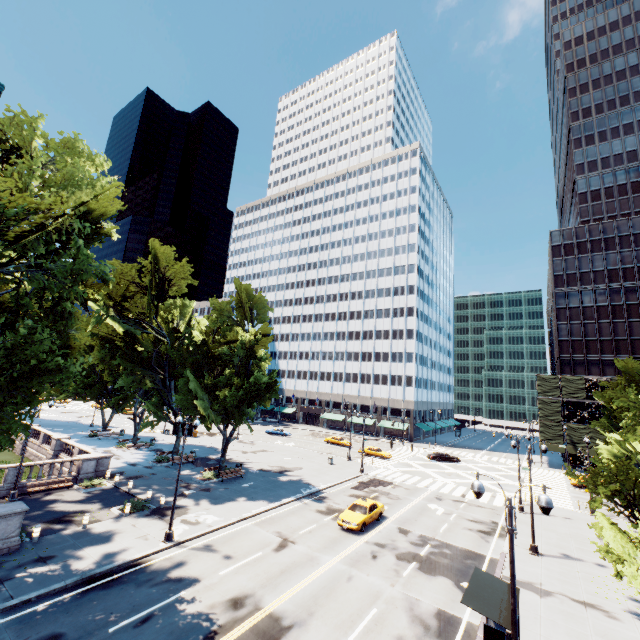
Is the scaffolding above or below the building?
below

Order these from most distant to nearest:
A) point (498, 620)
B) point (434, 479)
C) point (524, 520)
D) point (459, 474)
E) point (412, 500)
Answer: point (459, 474), point (434, 479), point (412, 500), point (524, 520), point (498, 620)

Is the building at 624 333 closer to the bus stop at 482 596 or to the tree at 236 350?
the tree at 236 350

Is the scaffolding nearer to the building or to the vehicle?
the building

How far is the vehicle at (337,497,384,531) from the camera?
23.2 meters

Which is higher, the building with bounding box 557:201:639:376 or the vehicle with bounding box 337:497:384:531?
the building with bounding box 557:201:639:376

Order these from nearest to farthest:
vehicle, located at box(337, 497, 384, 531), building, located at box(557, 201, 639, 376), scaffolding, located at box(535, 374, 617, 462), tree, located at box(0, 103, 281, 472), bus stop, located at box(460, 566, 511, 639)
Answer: bus stop, located at box(460, 566, 511, 639) → tree, located at box(0, 103, 281, 472) → vehicle, located at box(337, 497, 384, 531) → scaffolding, located at box(535, 374, 617, 462) → building, located at box(557, 201, 639, 376)

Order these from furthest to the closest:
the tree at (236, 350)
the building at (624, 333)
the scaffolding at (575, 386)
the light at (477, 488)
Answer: the building at (624, 333) < the scaffolding at (575, 386) < the tree at (236, 350) < the light at (477, 488)
